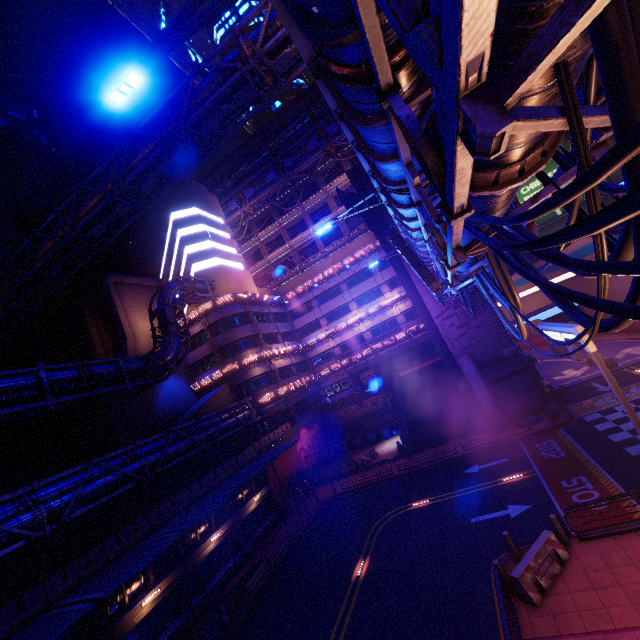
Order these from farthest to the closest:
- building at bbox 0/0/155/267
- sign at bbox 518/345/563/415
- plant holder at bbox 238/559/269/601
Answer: building at bbox 0/0/155/267
sign at bbox 518/345/563/415
plant holder at bbox 238/559/269/601

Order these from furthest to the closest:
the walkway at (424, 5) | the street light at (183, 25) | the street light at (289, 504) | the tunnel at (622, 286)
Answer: the tunnel at (622, 286) < the street light at (289, 504) < the street light at (183, 25) < the walkway at (424, 5)

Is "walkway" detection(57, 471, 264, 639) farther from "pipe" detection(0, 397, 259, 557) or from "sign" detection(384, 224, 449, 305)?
"sign" detection(384, 224, 449, 305)

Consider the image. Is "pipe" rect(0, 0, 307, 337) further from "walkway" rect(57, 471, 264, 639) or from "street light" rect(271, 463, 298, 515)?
"street light" rect(271, 463, 298, 515)

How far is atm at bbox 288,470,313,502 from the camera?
29.6 meters

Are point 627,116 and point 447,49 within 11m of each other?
yes

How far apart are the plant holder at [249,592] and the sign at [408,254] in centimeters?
1875cm

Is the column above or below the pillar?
below
